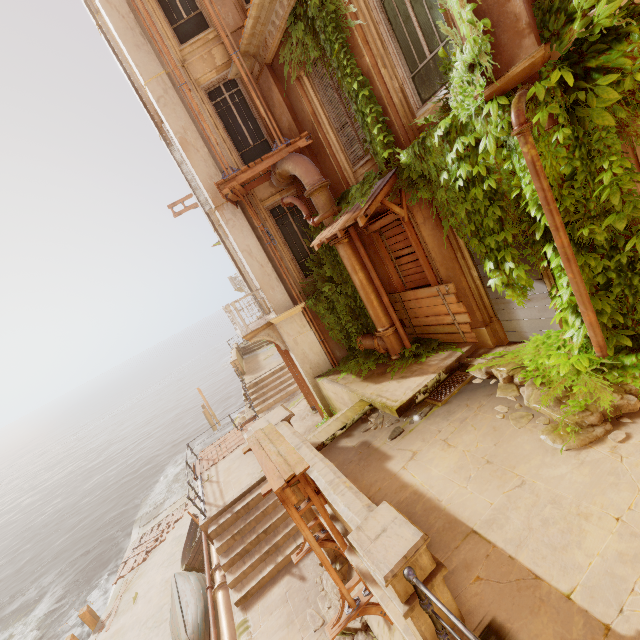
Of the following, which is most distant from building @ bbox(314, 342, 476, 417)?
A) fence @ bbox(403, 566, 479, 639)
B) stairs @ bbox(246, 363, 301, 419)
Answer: stairs @ bbox(246, 363, 301, 419)

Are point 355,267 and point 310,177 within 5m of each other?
yes

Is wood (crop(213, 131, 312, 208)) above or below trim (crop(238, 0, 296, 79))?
below

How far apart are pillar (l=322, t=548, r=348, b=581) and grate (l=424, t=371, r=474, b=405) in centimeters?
279cm

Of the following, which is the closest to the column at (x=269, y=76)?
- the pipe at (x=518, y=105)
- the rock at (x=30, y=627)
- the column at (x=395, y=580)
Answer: the pipe at (x=518, y=105)

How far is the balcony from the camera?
10.36m

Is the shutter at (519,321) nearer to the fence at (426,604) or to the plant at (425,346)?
the plant at (425,346)

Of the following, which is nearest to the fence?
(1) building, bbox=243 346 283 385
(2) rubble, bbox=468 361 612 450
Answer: (2) rubble, bbox=468 361 612 450
